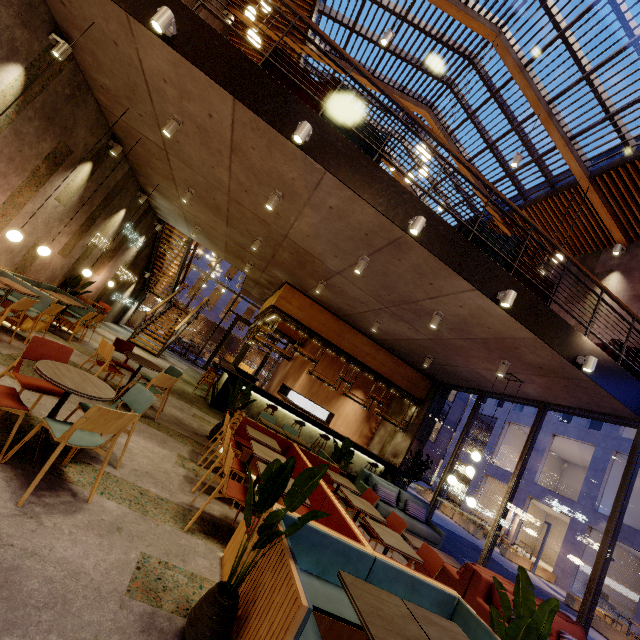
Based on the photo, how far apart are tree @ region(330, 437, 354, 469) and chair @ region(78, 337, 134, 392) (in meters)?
3.77

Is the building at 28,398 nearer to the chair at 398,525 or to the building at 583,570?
the chair at 398,525

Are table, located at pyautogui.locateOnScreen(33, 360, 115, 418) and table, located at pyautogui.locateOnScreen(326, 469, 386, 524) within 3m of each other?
no

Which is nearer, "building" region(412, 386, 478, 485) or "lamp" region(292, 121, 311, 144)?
"lamp" region(292, 121, 311, 144)

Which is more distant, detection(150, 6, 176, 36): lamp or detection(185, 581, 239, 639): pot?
detection(150, 6, 176, 36): lamp

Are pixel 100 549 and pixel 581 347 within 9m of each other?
yes

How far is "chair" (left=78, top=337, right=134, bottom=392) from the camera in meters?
5.4 m

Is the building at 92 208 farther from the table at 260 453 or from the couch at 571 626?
the table at 260 453
